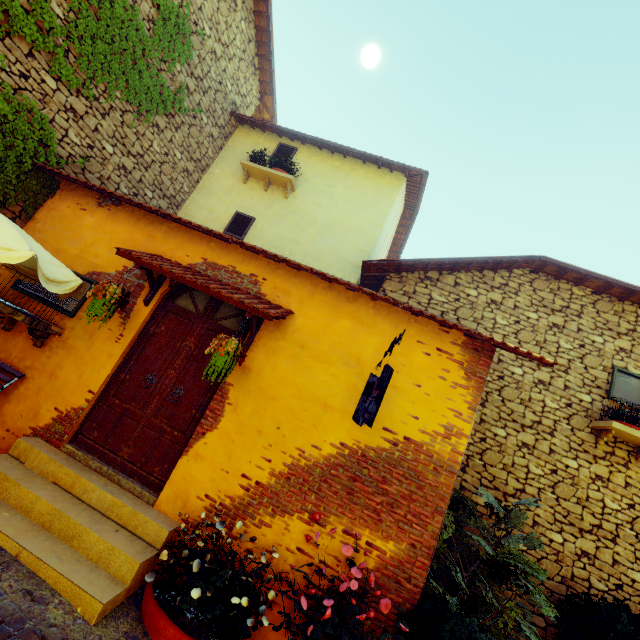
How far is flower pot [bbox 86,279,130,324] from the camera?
4.1m

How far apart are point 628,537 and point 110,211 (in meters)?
10.26

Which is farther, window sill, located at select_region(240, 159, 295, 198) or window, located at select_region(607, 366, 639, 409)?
window sill, located at select_region(240, 159, 295, 198)

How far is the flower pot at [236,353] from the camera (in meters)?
3.74

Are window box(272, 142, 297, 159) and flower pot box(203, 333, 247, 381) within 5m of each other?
no

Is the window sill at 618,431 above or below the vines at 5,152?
above

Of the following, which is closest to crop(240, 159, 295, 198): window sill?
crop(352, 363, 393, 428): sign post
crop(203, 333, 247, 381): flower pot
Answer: crop(203, 333, 247, 381): flower pot

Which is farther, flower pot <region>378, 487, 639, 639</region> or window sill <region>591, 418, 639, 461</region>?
window sill <region>591, 418, 639, 461</region>
